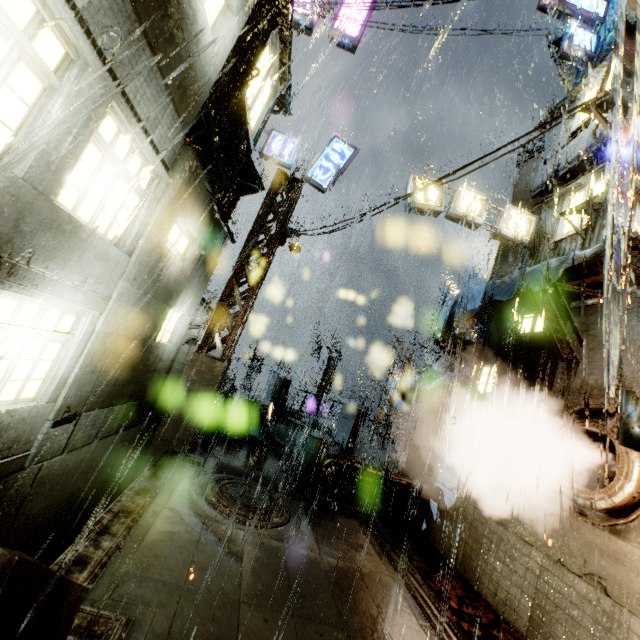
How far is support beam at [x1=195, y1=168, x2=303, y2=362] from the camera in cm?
1052

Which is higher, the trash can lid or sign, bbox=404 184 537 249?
sign, bbox=404 184 537 249

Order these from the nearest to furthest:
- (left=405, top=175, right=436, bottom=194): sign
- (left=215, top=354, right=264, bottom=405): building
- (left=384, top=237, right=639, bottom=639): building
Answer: (left=384, top=237, right=639, bottom=639): building → (left=405, top=175, right=436, bottom=194): sign → (left=215, top=354, right=264, bottom=405): building

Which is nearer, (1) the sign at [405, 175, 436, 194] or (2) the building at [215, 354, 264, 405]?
(1) the sign at [405, 175, 436, 194]

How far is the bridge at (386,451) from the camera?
12.34m

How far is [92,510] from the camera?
9.22m

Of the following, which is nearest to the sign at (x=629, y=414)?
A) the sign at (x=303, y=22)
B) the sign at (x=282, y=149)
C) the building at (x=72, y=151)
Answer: the building at (x=72, y=151)

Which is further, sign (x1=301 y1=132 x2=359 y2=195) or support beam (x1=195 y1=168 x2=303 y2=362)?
sign (x1=301 y1=132 x2=359 y2=195)
